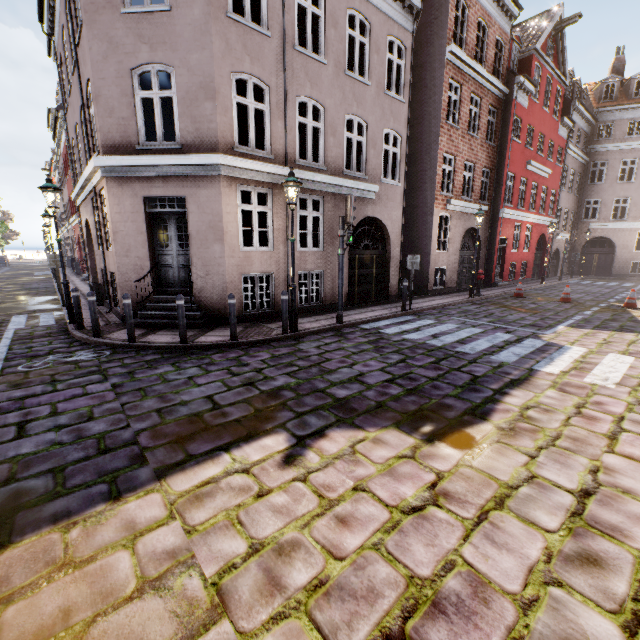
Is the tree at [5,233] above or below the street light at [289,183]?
above

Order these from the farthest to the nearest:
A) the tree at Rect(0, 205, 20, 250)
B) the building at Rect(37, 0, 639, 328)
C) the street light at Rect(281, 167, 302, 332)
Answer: the tree at Rect(0, 205, 20, 250), the building at Rect(37, 0, 639, 328), the street light at Rect(281, 167, 302, 332)

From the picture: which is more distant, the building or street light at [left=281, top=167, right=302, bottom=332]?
the building

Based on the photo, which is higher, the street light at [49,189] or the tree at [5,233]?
the tree at [5,233]

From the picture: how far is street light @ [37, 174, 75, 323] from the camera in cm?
833

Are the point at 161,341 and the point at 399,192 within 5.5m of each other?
no

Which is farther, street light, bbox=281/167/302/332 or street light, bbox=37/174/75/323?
street light, bbox=37/174/75/323

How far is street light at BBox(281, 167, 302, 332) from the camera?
7.5m
